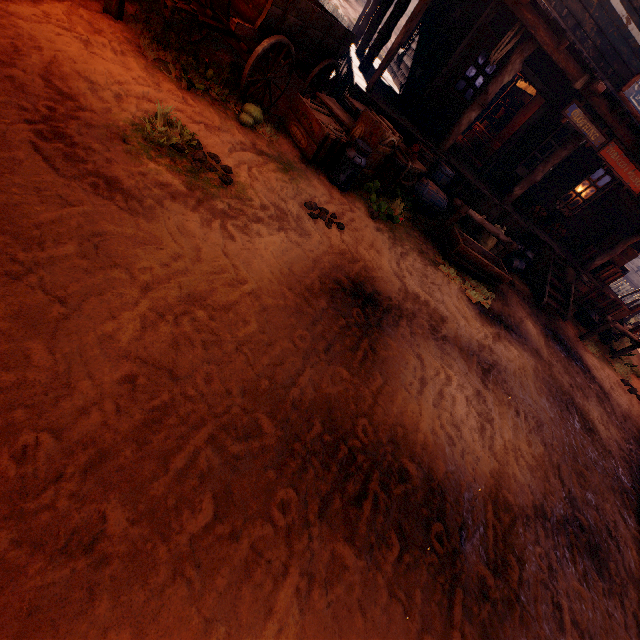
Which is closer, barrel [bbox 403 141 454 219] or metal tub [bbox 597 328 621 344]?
barrel [bbox 403 141 454 219]

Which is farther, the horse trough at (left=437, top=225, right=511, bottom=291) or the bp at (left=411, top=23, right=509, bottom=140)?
the bp at (left=411, top=23, right=509, bottom=140)

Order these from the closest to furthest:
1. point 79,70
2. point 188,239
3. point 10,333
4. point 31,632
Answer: point 31,632, point 10,333, point 188,239, point 79,70

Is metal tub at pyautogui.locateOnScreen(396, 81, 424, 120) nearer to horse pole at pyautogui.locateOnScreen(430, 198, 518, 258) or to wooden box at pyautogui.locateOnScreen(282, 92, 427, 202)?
wooden box at pyautogui.locateOnScreen(282, 92, 427, 202)

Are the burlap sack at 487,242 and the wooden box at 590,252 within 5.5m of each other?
yes

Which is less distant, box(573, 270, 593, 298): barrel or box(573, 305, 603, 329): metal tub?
box(573, 270, 593, 298): barrel

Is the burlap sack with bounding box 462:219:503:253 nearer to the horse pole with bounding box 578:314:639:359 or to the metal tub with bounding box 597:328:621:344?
the horse pole with bounding box 578:314:639:359

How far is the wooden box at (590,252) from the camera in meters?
10.5 m
